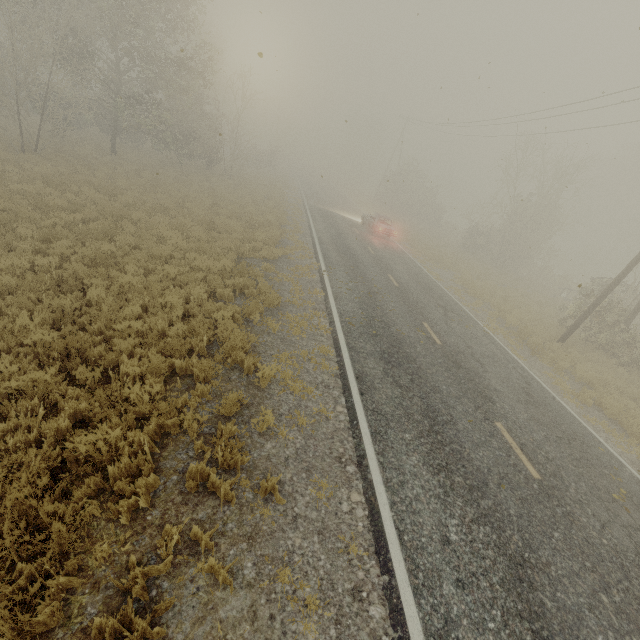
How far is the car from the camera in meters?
24.8

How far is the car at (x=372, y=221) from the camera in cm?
2475

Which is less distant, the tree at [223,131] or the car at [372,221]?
the tree at [223,131]

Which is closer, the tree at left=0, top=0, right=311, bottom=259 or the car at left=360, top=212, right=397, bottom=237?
the tree at left=0, top=0, right=311, bottom=259

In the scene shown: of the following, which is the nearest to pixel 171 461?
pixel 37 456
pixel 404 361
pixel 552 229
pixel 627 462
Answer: pixel 37 456
